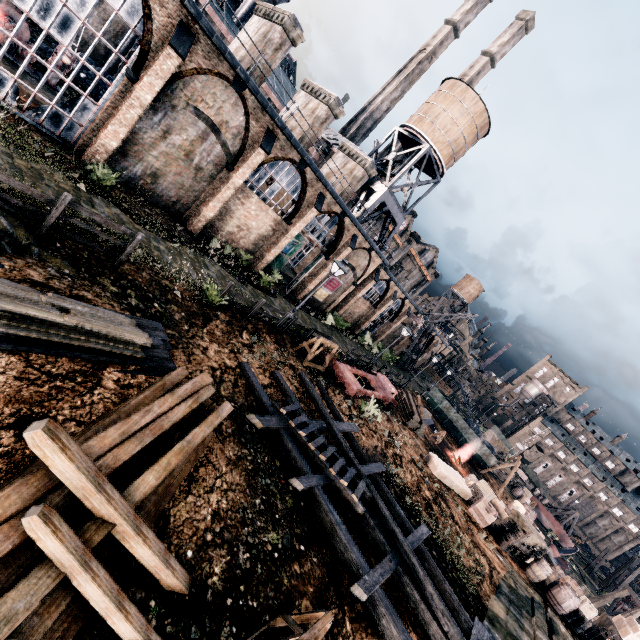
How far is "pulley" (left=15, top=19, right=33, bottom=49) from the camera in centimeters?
1762cm

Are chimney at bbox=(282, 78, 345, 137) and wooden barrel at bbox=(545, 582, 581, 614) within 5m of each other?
no

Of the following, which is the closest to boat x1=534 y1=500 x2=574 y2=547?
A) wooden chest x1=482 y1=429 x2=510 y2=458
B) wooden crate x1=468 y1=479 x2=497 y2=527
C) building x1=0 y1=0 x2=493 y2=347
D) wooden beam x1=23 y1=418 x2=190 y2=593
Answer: wooden chest x1=482 y1=429 x2=510 y2=458

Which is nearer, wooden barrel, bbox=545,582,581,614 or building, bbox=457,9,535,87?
wooden barrel, bbox=545,582,581,614

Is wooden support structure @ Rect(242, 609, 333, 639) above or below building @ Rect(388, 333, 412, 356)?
below

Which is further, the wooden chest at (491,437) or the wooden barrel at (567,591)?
→ the wooden chest at (491,437)

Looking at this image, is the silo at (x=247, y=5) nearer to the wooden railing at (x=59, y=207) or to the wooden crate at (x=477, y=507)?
the wooden railing at (x=59, y=207)

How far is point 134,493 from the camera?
4.7 meters
